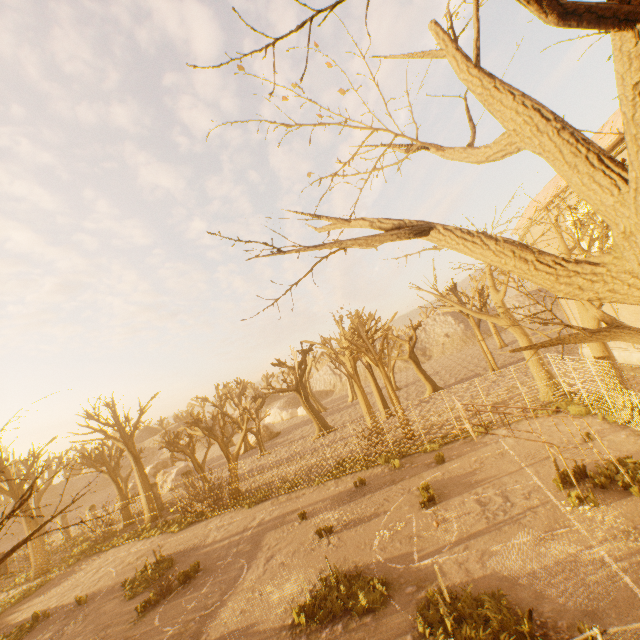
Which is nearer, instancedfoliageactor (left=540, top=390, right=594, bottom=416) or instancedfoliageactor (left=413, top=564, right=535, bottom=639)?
instancedfoliageactor (left=413, top=564, right=535, bottom=639)

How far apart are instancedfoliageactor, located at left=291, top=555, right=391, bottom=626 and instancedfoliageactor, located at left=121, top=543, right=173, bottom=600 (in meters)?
11.89

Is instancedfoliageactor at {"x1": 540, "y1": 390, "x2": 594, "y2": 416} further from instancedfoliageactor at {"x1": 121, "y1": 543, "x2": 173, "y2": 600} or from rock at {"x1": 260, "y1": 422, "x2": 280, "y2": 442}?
rock at {"x1": 260, "y1": 422, "x2": 280, "y2": 442}

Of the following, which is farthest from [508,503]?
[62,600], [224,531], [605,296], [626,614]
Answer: [62,600]

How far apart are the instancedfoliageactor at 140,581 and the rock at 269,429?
29.20m

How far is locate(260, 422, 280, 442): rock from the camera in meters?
46.1

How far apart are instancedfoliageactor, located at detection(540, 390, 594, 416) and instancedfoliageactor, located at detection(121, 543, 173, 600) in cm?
2301

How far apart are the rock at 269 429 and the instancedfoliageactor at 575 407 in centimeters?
3693cm
